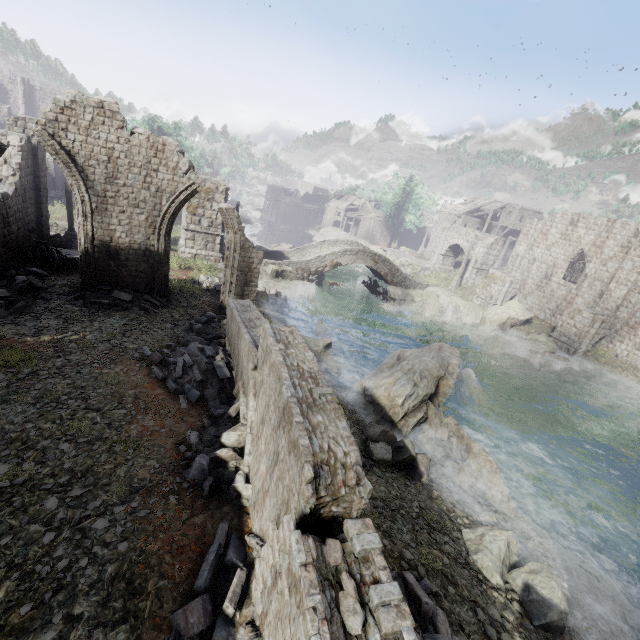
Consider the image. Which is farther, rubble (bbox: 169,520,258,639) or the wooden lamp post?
the wooden lamp post

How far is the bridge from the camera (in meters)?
30.80

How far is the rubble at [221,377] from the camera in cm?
636

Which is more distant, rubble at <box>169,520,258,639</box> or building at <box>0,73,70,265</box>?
building at <box>0,73,70,265</box>

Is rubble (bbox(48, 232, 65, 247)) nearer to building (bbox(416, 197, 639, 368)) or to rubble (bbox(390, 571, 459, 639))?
building (bbox(416, 197, 639, 368))

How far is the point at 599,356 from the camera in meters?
25.2 m

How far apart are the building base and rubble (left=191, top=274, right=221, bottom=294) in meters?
0.0

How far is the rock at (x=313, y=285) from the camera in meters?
26.2
